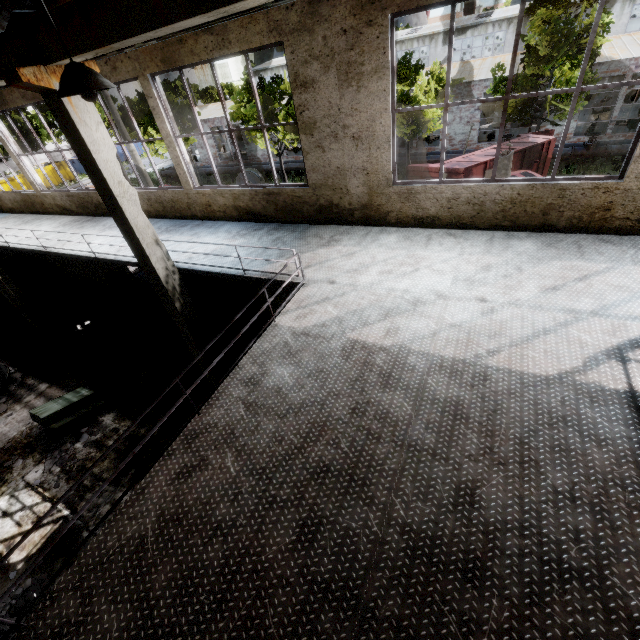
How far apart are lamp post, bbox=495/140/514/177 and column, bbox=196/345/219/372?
9.53m

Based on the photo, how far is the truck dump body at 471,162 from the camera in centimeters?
1385cm

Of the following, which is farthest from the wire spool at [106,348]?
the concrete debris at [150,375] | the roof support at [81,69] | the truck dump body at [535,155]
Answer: the truck dump body at [535,155]

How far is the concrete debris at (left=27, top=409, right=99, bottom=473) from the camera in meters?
8.7

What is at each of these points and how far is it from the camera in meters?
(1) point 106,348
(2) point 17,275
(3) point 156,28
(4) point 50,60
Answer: (1) wire spool, 10.8 m
(2) wire spool, 15.6 m
(3) beam, 3.7 m
(4) beam, 4.6 m

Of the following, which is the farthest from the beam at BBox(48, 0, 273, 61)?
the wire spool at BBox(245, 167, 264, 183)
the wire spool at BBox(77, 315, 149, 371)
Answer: the wire spool at BBox(245, 167, 264, 183)

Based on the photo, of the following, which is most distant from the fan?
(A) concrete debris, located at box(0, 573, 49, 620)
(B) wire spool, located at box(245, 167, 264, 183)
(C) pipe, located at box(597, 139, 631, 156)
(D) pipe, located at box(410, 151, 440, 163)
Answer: (C) pipe, located at box(597, 139, 631, 156)

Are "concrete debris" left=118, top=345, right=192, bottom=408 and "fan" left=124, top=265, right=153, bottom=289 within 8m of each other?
yes
